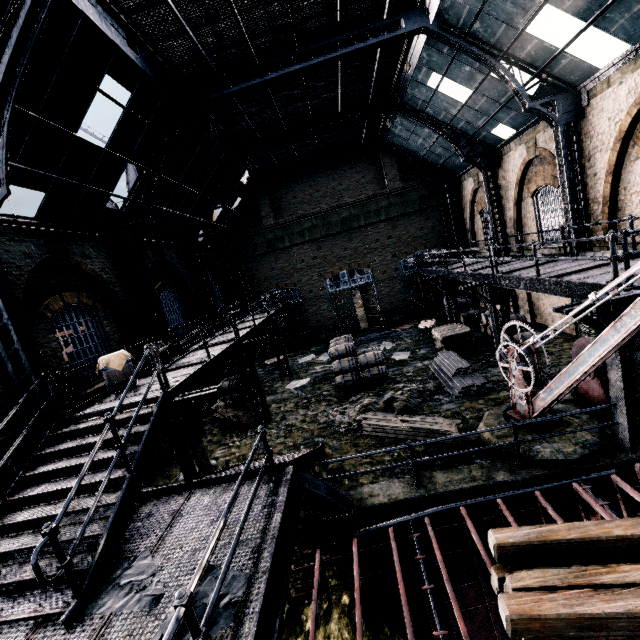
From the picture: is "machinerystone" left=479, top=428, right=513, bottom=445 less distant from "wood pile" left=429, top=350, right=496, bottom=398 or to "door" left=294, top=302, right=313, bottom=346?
"wood pile" left=429, top=350, right=496, bottom=398

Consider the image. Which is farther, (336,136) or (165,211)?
(336,136)

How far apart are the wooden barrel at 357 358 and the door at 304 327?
10.4m

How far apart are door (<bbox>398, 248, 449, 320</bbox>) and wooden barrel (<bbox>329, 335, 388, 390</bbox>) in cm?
1091

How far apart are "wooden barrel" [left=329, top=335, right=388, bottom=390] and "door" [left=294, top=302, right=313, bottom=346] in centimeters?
1036cm

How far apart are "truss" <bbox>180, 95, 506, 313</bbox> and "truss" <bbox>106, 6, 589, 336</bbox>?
5.4 meters

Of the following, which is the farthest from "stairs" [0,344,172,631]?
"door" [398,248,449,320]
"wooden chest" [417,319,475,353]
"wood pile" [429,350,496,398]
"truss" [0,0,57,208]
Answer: "door" [398,248,449,320]

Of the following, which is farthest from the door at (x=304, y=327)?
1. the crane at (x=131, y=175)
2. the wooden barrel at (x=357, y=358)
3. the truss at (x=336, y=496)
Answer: the truss at (x=336, y=496)
